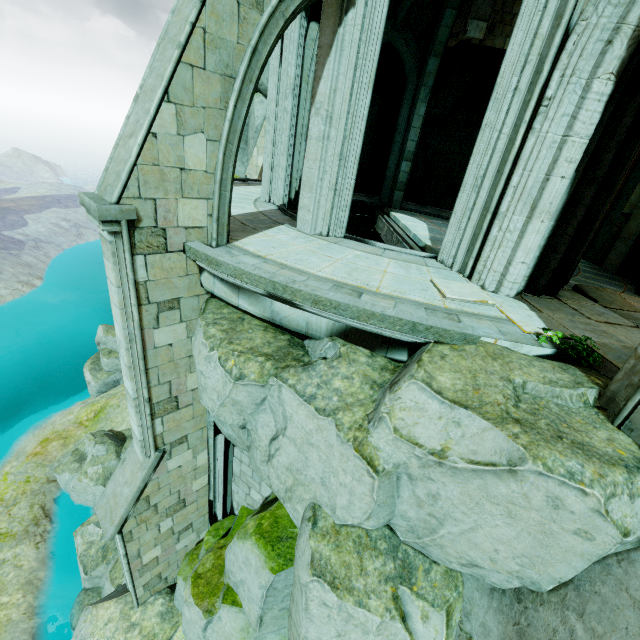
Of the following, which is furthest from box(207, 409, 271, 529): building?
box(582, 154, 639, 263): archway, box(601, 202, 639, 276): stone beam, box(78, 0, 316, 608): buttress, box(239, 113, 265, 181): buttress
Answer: box(239, 113, 265, 181): buttress

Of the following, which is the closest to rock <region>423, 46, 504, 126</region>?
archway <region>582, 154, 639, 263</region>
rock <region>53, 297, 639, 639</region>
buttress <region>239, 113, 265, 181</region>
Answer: buttress <region>239, 113, 265, 181</region>

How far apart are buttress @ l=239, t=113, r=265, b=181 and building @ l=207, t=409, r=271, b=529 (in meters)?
10.61

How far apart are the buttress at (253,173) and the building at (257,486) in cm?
1061

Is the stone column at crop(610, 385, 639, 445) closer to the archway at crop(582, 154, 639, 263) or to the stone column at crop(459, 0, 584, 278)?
the stone column at crop(459, 0, 584, 278)

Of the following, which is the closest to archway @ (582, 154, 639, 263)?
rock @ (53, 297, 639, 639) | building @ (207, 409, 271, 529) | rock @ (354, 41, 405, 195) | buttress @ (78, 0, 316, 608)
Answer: rock @ (53, 297, 639, 639)

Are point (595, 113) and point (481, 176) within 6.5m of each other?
yes

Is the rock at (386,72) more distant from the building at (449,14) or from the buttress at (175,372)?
the buttress at (175,372)
